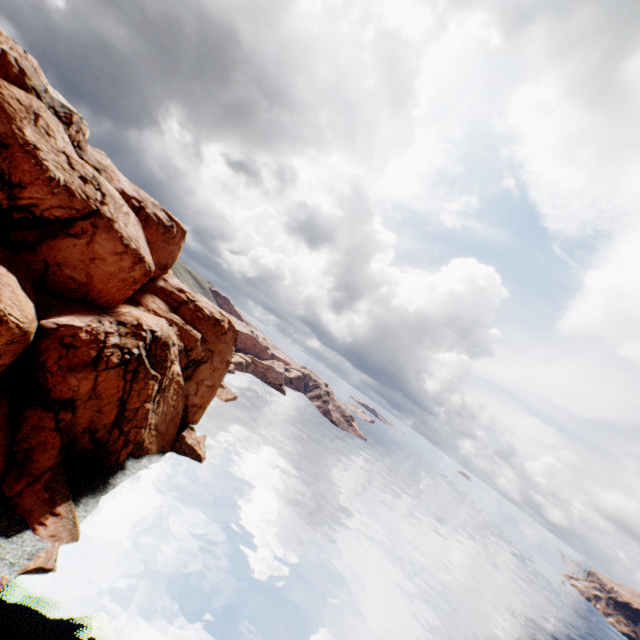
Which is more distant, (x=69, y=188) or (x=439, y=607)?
(x=439, y=607)
